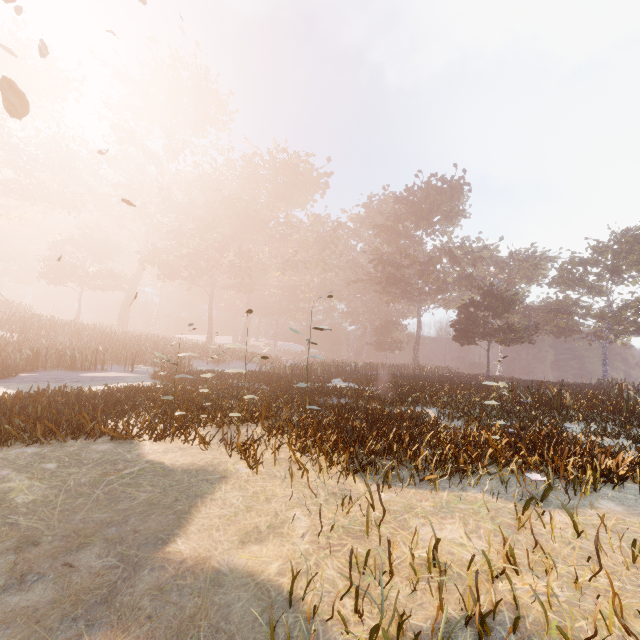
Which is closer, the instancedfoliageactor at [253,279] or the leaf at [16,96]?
the leaf at [16,96]

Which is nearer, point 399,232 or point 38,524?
point 38,524

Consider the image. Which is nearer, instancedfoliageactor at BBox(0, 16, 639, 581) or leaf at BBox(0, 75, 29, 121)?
leaf at BBox(0, 75, 29, 121)
